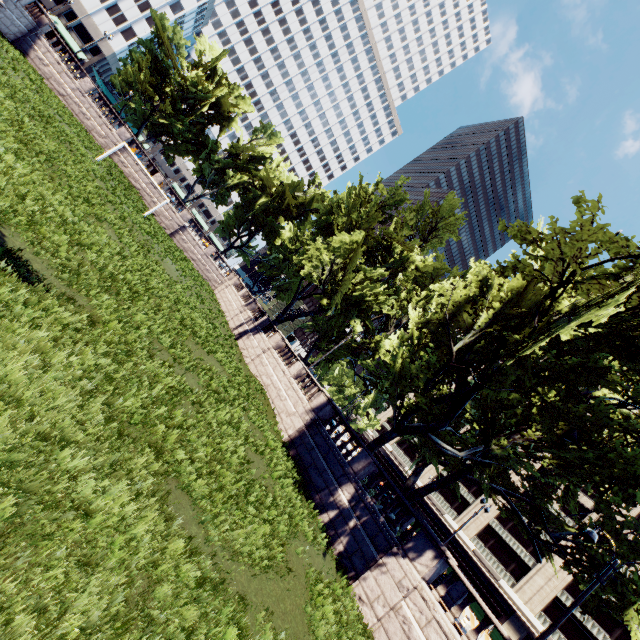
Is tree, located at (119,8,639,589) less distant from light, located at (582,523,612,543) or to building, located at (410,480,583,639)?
light, located at (582,523,612,543)

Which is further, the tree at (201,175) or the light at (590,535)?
the tree at (201,175)

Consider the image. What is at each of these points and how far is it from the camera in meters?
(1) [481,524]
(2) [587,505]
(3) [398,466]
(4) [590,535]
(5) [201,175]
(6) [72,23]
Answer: (1) building, 48.4
(2) building, 44.9
(3) building, 59.8
(4) light, 12.3
(5) tree, 49.2
(6) building, 59.2

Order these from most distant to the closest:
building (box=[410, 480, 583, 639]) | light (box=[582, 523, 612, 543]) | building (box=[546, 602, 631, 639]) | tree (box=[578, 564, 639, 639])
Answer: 1. building (box=[410, 480, 583, 639])
2. building (box=[546, 602, 631, 639])
3. tree (box=[578, 564, 639, 639])
4. light (box=[582, 523, 612, 543])

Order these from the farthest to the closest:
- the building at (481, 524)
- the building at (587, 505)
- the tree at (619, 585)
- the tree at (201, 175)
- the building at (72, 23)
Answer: the building at (72, 23) → the building at (587, 505) → the building at (481, 524) → the tree at (619, 585) → the tree at (201, 175)

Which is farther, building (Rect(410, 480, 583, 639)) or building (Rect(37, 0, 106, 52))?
building (Rect(37, 0, 106, 52))

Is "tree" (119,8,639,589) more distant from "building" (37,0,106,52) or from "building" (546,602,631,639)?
"building" (546,602,631,639)
